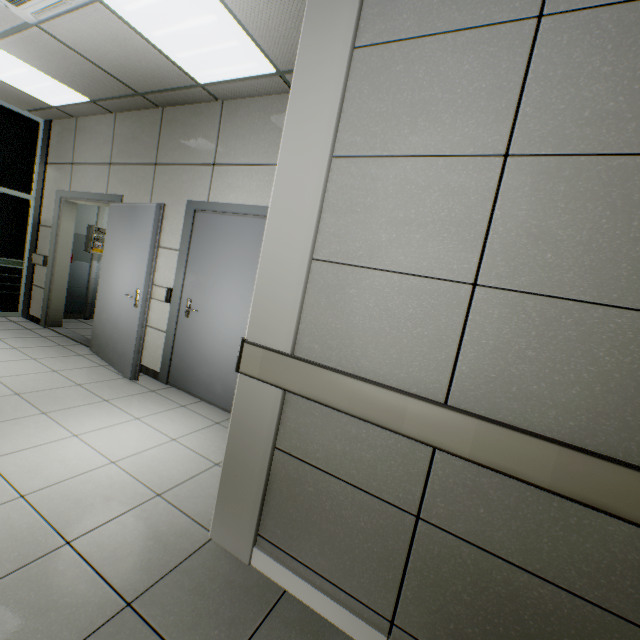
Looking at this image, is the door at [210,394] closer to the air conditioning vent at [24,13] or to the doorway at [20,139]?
the air conditioning vent at [24,13]

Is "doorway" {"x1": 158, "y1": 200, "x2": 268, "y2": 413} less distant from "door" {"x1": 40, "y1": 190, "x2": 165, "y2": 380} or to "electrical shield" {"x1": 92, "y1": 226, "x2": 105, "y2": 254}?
"door" {"x1": 40, "y1": 190, "x2": 165, "y2": 380}

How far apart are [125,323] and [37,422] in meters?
1.5 m

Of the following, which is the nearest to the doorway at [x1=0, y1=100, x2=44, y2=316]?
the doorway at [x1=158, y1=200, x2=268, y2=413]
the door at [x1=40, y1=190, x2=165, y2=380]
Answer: the door at [x1=40, y1=190, x2=165, y2=380]

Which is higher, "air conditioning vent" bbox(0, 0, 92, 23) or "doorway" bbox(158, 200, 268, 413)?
"air conditioning vent" bbox(0, 0, 92, 23)

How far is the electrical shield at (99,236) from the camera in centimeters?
609cm

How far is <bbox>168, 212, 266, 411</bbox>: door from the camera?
3.32m

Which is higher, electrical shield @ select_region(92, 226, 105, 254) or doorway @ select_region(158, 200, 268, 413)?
doorway @ select_region(158, 200, 268, 413)
